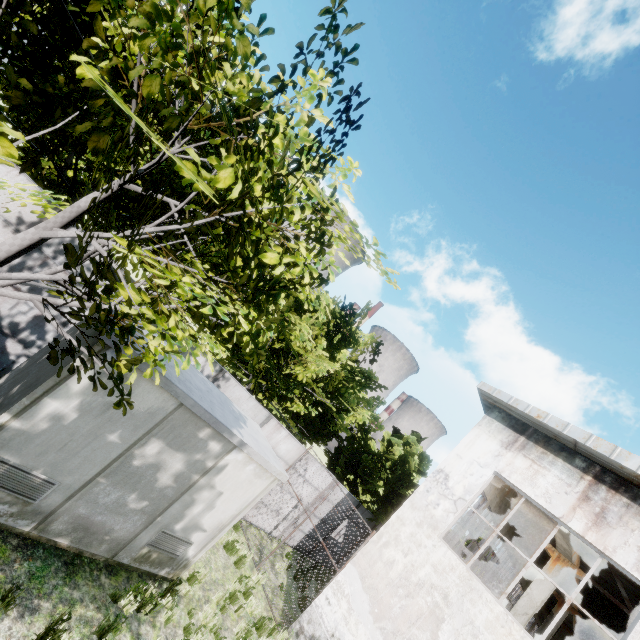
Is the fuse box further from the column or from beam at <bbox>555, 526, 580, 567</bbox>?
the column

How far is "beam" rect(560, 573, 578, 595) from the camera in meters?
12.2

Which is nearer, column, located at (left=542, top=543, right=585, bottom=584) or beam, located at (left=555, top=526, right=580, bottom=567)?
beam, located at (left=555, top=526, right=580, bottom=567)

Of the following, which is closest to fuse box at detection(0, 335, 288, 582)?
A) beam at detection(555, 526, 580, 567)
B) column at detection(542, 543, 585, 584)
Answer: beam at detection(555, 526, 580, 567)

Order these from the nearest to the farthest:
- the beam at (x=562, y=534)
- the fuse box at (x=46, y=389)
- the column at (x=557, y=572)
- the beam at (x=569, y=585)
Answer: the fuse box at (x=46, y=389) → the beam at (x=562, y=534) → the column at (x=557, y=572) → the beam at (x=569, y=585)

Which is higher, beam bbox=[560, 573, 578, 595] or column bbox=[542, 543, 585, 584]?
beam bbox=[560, 573, 578, 595]

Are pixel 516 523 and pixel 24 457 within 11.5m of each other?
no

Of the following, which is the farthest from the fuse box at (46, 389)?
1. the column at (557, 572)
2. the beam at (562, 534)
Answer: the column at (557, 572)
